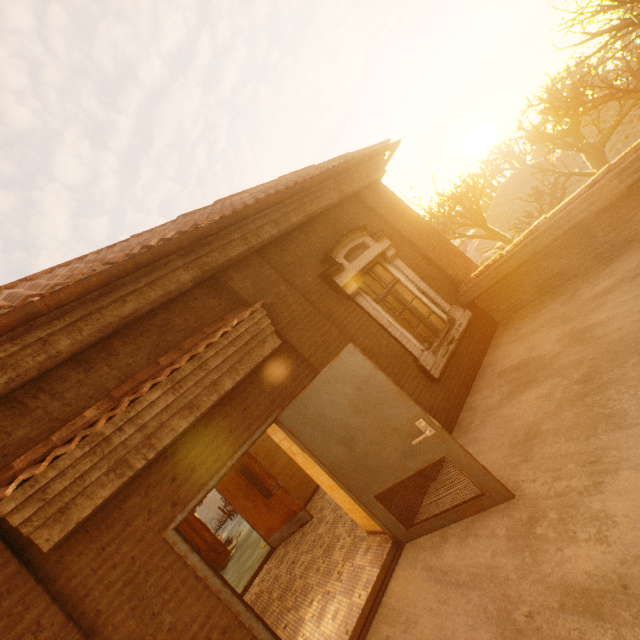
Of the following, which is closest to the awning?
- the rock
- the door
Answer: the door

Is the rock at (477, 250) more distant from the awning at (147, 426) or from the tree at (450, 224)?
the awning at (147, 426)

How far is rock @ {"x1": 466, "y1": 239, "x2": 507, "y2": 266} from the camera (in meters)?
34.61

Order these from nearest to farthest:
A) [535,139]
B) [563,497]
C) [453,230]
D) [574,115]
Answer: [563,497]
[574,115]
[535,139]
[453,230]

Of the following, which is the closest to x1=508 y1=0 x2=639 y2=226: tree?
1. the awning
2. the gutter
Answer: → the gutter

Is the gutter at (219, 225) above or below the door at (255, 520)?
above

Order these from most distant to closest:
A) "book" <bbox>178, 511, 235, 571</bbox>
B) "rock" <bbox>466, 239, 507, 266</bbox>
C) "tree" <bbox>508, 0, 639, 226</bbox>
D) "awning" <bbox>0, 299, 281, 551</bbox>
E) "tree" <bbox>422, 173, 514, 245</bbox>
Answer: "rock" <bbox>466, 239, 507, 266</bbox> < "tree" <bbox>422, 173, 514, 245</bbox> < "tree" <bbox>508, 0, 639, 226</bbox> < "book" <bbox>178, 511, 235, 571</bbox> < "awning" <bbox>0, 299, 281, 551</bbox>
